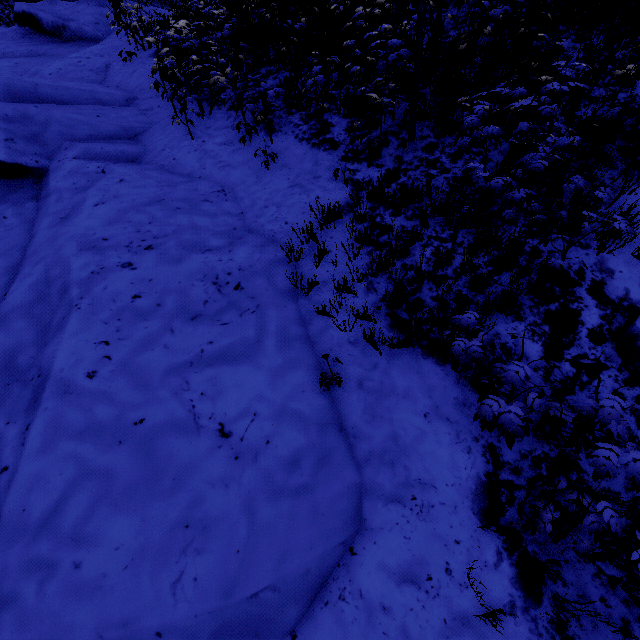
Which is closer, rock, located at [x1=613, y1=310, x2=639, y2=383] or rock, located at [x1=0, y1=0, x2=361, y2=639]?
rock, located at [x1=0, y1=0, x2=361, y2=639]

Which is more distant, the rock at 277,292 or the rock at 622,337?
the rock at 622,337

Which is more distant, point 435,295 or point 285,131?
point 285,131
